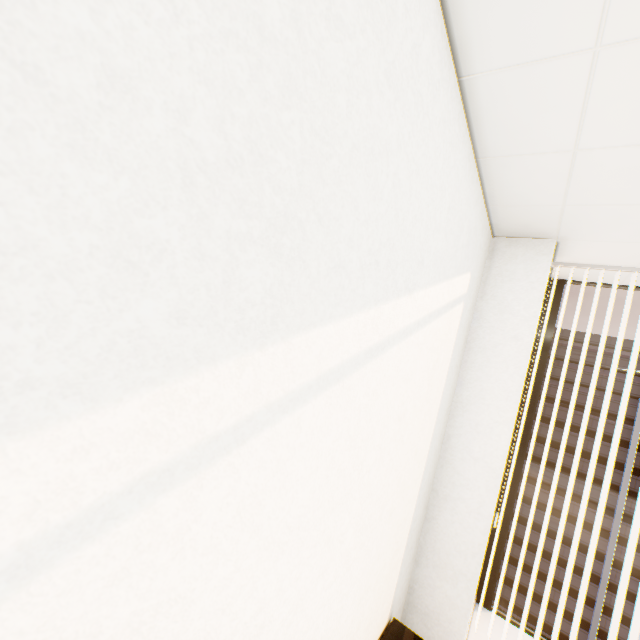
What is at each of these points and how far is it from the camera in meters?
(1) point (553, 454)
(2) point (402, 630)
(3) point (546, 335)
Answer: (1) building, 46.5 m
(2) cupboard, 1.9 m
(3) window, 2.9 m

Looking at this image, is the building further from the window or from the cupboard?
the cupboard

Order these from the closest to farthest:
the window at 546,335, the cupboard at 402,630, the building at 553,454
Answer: the cupboard at 402,630 < the window at 546,335 < the building at 553,454

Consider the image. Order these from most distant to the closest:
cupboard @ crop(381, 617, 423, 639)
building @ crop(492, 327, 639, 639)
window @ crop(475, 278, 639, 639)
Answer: building @ crop(492, 327, 639, 639), window @ crop(475, 278, 639, 639), cupboard @ crop(381, 617, 423, 639)

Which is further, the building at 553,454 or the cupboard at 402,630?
the building at 553,454

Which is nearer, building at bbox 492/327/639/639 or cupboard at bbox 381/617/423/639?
cupboard at bbox 381/617/423/639
